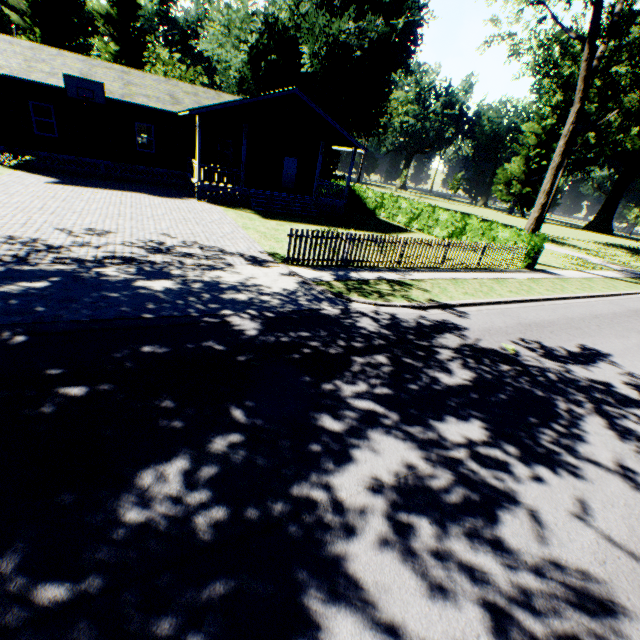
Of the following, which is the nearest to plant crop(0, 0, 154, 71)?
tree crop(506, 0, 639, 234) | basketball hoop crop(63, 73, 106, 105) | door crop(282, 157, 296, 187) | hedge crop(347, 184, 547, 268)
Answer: tree crop(506, 0, 639, 234)

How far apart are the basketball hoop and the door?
11.4 meters

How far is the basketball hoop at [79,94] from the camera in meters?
16.6

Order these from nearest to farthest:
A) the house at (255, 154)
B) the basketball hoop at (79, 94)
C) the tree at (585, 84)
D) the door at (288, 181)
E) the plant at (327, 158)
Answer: the tree at (585, 84)
the basketball hoop at (79, 94)
the house at (255, 154)
the door at (288, 181)
the plant at (327, 158)

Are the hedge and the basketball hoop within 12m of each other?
no

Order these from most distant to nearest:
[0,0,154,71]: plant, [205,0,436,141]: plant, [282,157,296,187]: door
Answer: [0,0,154,71]: plant → [205,0,436,141]: plant → [282,157,296,187]: door

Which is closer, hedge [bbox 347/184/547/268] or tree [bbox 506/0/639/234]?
tree [bbox 506/0/639/234]

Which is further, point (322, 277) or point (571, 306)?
point (571, 306)
